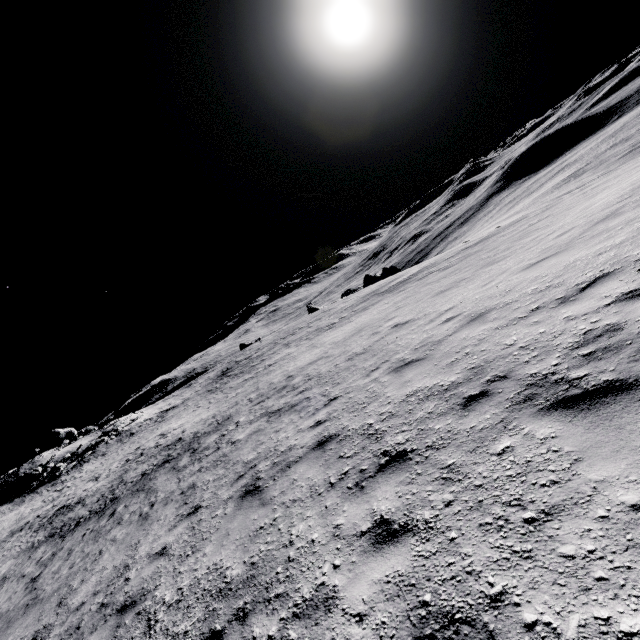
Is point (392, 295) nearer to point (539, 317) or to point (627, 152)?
point (539, 317)

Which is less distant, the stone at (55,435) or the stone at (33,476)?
the stone at (33,476)

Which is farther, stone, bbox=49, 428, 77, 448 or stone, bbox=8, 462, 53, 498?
stone, bbox=49, 428, 77, 448

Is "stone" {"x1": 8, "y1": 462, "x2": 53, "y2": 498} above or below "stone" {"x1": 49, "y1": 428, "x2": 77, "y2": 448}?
below

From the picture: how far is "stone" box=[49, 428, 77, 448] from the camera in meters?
49.4 m

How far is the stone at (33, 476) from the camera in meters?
37.2

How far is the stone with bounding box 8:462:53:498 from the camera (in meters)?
37.22
